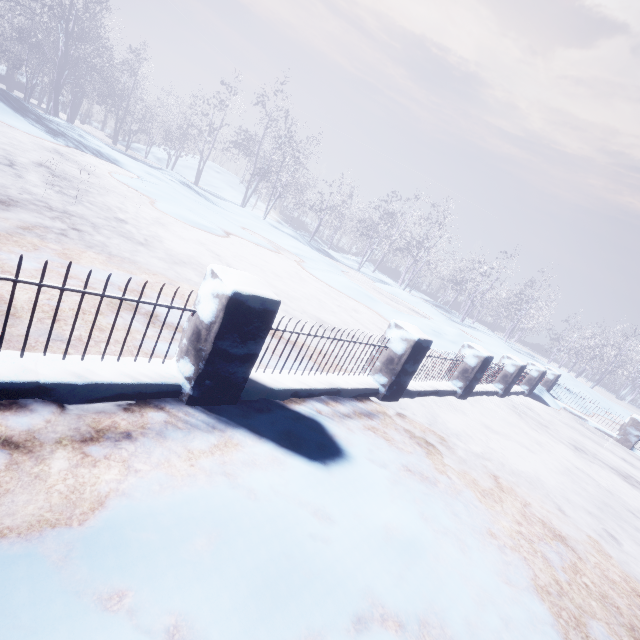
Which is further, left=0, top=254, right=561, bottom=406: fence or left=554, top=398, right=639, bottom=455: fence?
left=554, top=398, right=639, bottom=455: fence

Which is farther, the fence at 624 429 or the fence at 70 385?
the fence at 624 429

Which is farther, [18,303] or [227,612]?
[18,303]
